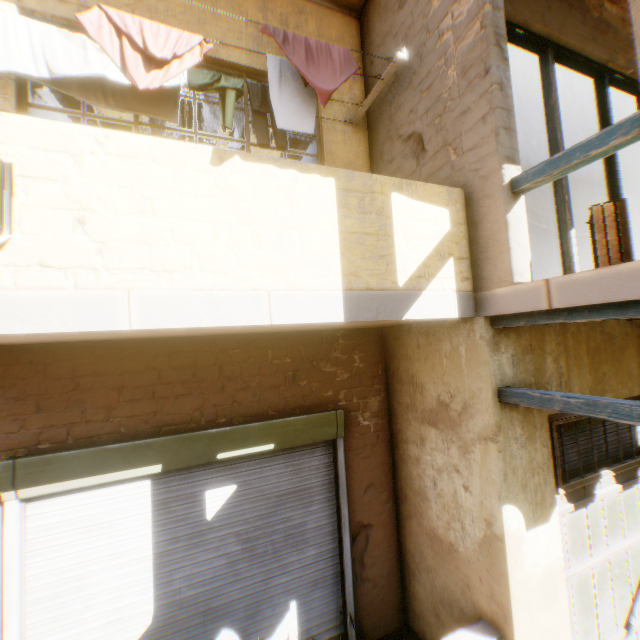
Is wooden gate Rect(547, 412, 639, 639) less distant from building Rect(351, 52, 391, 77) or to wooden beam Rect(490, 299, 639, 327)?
building Rect(351, 52, 391, 77)

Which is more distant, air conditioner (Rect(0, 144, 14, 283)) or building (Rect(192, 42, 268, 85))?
building (Rect(192, 42, 268, 85))

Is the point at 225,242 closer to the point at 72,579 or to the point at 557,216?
the point at 72,579

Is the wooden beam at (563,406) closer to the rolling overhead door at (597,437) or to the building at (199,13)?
the building at (199,13)

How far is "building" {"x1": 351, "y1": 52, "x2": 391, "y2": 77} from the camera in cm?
445

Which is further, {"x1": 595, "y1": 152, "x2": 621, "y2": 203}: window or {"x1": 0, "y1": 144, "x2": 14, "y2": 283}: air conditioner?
{"x1": 595, "y1": 152, "x2": 621, "y2": 203}: window

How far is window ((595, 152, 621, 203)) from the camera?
4.43m

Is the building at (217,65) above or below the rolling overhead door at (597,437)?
above
